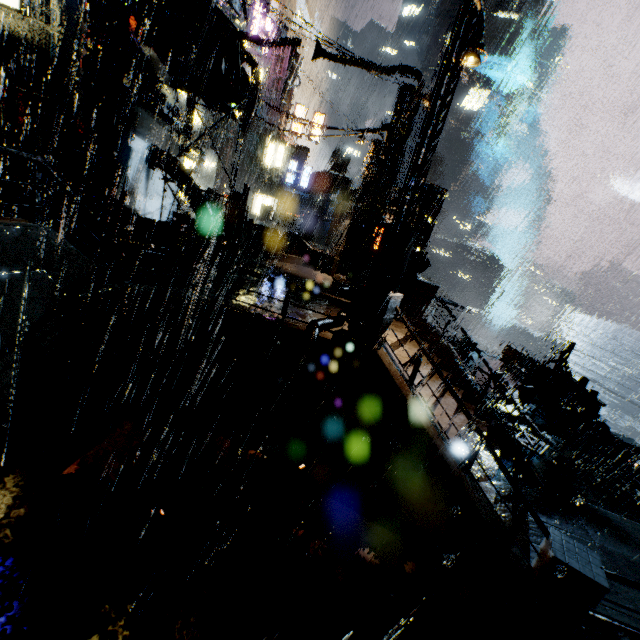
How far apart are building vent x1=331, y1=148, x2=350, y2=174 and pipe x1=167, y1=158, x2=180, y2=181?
48.3 meters

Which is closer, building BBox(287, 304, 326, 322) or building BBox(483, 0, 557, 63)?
building BBox(287, 304, 326, 322)

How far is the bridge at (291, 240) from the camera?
19.5 meters

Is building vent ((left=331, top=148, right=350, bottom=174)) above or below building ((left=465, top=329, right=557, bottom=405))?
above

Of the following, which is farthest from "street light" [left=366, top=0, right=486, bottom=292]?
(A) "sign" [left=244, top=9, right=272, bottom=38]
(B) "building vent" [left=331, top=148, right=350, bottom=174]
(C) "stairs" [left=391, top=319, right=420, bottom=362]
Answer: (B) "building vent" [left=331, top=148, right=350, bottom=174]

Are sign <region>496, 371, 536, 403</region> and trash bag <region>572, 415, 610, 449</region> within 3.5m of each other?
yes

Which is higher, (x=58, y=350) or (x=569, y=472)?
(x=58, y=350)

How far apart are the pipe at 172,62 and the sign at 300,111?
24.21m
